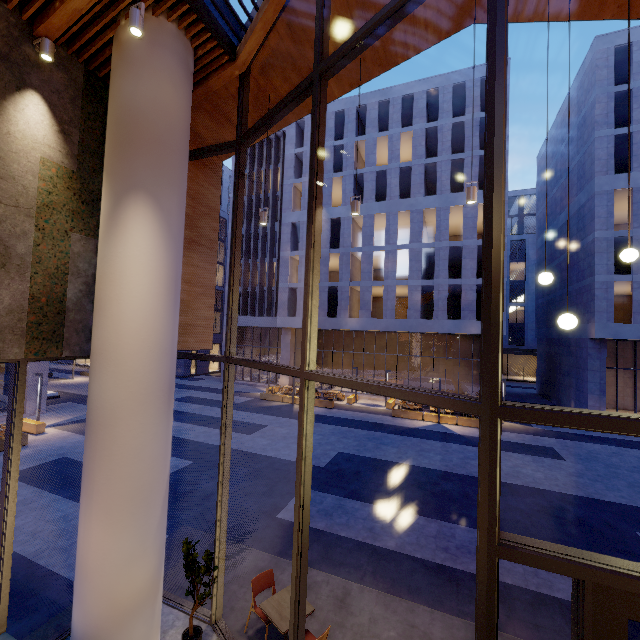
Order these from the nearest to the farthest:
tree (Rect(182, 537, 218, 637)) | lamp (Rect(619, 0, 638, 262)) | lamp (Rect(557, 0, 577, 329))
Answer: lamp (Rect(557, 0, 577, 329)) → lamp (Rect(619, 0, 638, 262)) → tree (Rect(182, 537, 218, 637))

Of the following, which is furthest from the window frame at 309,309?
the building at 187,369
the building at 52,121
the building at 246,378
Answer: the building at 187,369

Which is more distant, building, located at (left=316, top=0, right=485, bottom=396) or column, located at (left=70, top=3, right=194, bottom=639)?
building, located at (left=316, top=0, right=485, bottom=396)

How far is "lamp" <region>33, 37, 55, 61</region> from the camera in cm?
456

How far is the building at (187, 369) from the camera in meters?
35.7 m

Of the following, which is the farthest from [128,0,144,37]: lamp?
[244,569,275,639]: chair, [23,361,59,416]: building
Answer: [23,361,59,416]: building

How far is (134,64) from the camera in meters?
4.8 m

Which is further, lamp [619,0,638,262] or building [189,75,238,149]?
building [189,75,238,149]
